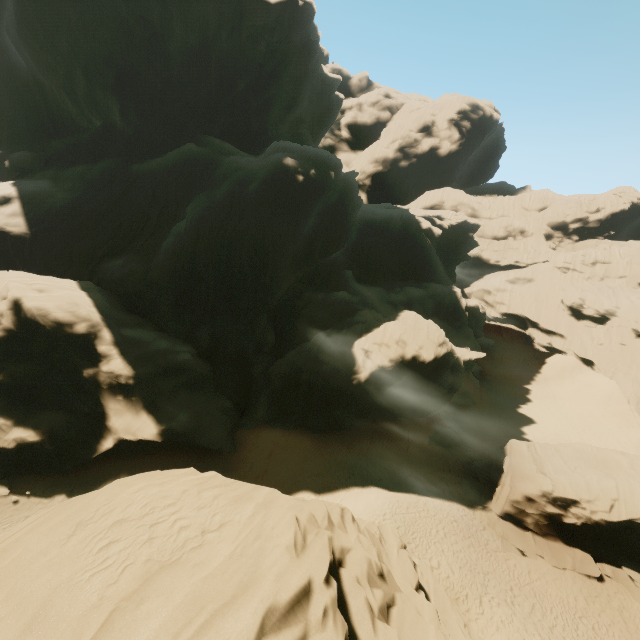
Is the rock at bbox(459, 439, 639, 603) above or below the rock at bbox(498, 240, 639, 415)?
below

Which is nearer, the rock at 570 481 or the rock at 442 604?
the rock at 442 604

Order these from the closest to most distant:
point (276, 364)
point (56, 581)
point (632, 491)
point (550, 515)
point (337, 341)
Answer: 1. point (56, 581)
2. point (632, 491)
3. point (550, 515)
4. point (337, 341)
5. point (276, 364)

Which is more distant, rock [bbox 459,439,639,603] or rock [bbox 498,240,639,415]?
rock [bbox 498,240,639,415]

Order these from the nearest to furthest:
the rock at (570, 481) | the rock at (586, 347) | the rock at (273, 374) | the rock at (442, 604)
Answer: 1. the rock at (442, 604)
2. the rock at (570, 481)
3. the rock at (273, 374)
4. the rock at (586, 347)

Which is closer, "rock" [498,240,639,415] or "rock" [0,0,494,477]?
"rock" [0,0,494,477]

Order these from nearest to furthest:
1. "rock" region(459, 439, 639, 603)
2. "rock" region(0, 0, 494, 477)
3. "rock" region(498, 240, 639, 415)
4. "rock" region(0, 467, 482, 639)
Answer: "rock" region(0, 467, 482, 639)
"rock" region(459, 439, 639, 603)
"rock" region(0, 0, 494, 477)
"rock" region(498, 240, 639, 415)
